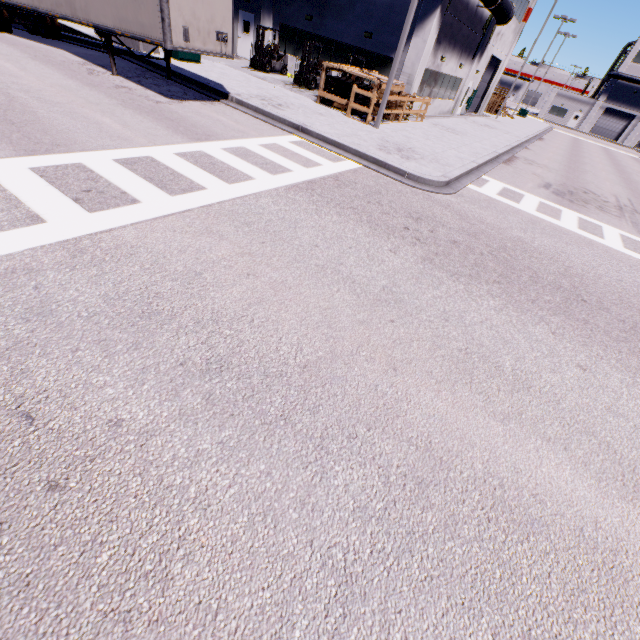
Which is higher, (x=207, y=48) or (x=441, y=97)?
(x=207, y=48)

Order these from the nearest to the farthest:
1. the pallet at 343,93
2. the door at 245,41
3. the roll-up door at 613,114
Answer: the pallet at 343,93, the door at 245,41, the roll-up door at 613,114

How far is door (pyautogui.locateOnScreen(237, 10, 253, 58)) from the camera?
22.3m

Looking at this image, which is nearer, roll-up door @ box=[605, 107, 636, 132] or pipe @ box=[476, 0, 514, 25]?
pipe @ box=[476, 0, 514, 25]

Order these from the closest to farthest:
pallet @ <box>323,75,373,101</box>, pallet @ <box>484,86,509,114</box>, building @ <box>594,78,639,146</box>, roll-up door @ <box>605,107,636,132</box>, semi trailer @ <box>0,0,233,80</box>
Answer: semi trailer @ <box>0,0,233,80</box> → pallet @ <box>323,75,373,101</box> → pallet @ <box>484,86,509,114</box> → building @ <box>594,78,639,146</box> → roll-up door @ <box>605,107,636,132</box>

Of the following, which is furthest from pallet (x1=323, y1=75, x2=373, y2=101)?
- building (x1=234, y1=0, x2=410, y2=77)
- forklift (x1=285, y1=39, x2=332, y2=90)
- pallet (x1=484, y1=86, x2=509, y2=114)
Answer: pallet (x1=484, y1=86, x2=509, y2=114)

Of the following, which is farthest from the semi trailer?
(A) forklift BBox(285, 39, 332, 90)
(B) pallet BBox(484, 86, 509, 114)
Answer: (A) forklift BBox(285, 39, 332, 90)

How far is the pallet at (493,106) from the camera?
37.3m
